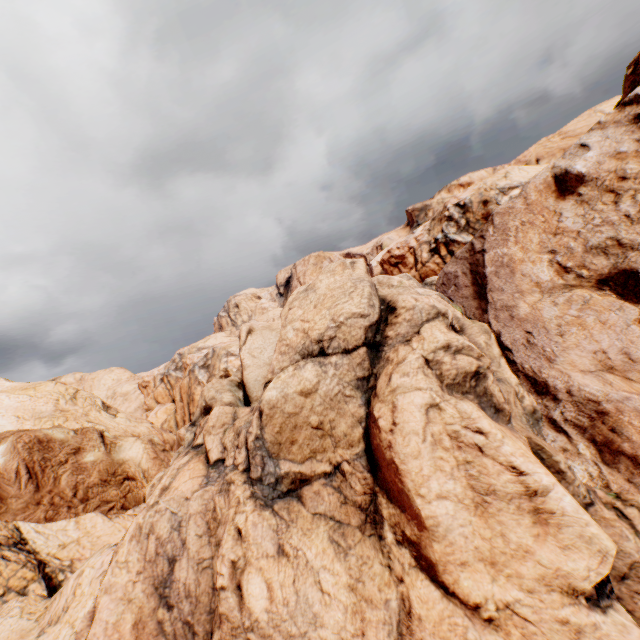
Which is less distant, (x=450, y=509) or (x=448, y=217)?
(x=450, y=509)
